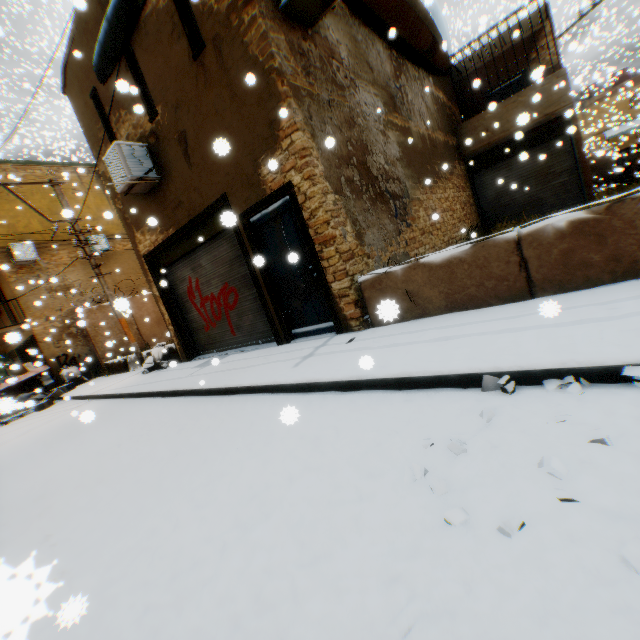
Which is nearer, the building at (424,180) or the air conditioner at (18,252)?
the building at (424,180)

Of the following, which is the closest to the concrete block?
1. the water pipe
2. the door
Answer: the door

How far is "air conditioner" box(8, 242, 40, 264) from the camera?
14.35m

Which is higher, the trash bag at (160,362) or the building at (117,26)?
the building at (117,26)

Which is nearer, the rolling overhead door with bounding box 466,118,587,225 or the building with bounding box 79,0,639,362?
the building with bounding box 79,0,639,362

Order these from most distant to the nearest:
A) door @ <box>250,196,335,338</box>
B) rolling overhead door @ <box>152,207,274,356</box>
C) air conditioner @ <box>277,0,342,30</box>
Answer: rolling overhead door @ <box>152,207,274,356</box> → door @ <box>250,196,335,338</box> → air conditioner @ <box>277,0,342,30</box>

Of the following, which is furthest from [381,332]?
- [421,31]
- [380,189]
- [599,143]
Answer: [599,143]

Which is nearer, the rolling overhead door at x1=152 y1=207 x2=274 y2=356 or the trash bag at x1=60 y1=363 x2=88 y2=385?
the rolling overhead door at x1=152 y1=207 x2=274 y2=356
